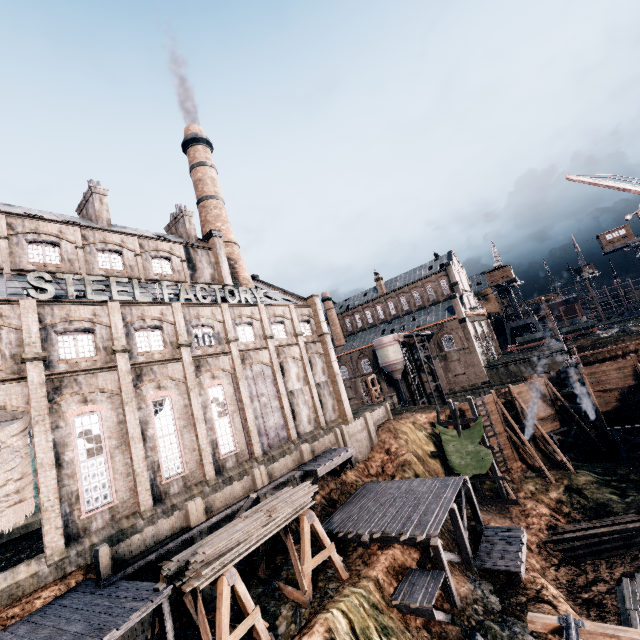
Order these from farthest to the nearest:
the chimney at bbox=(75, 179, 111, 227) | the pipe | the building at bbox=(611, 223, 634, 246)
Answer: the building at bbox=(611, 223, 634, 246), the pipe, the chimney at bbox=(75, 179, 111, 227)

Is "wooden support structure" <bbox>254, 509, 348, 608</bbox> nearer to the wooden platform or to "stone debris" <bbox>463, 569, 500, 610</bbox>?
the wooden platform

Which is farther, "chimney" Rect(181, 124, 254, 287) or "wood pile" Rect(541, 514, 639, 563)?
"chimney" Rect(181, 124, 254, 287)

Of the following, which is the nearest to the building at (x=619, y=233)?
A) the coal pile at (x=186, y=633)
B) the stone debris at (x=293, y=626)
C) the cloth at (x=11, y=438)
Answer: the stone debris at (x=293, y=626)

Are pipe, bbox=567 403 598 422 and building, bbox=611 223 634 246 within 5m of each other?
no

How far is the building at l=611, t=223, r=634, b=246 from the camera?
58.47m

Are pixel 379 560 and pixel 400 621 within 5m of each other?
yes

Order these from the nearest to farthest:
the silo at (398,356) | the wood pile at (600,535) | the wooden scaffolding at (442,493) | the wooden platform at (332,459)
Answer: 1. the wooden scaffolding at (442,493)
2. the wooden platform at (332,459)
3. the wood pile at (600,535)
4. the silo at (398,356)
